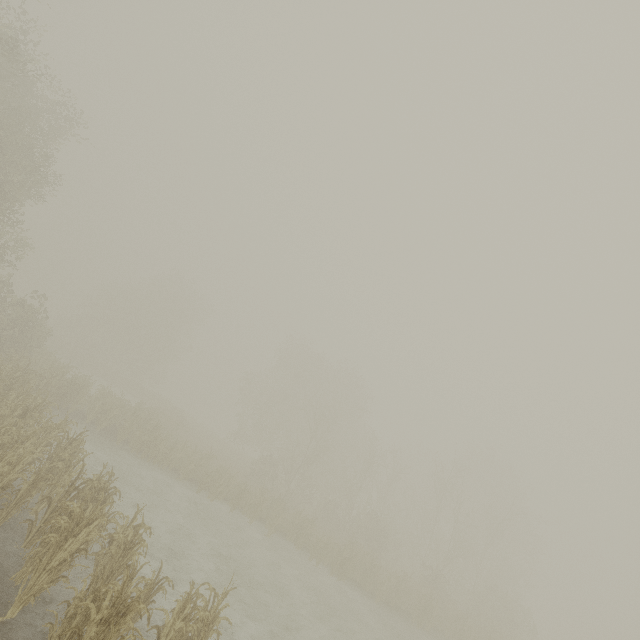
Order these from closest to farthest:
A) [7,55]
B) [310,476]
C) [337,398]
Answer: [7,55], [310,476], [337,398]
